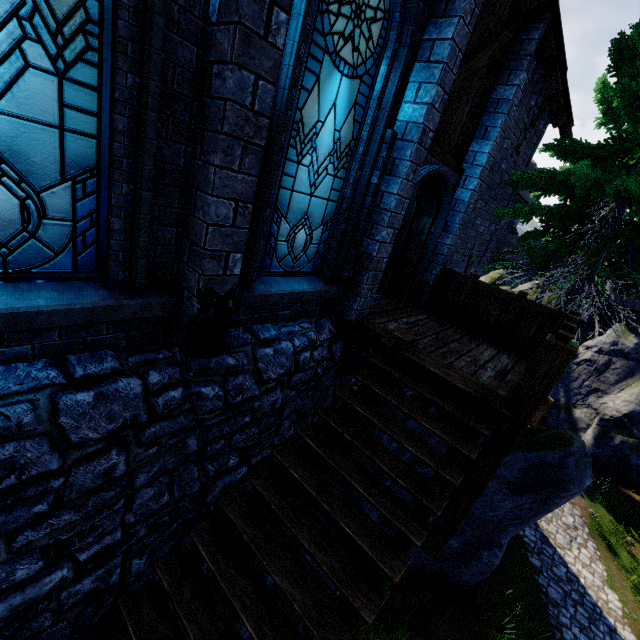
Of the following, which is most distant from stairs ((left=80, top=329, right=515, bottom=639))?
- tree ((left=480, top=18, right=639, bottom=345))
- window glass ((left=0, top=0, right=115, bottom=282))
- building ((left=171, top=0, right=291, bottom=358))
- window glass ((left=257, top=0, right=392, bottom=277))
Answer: tree ((left=480, top=18, right=639, bottom=345))

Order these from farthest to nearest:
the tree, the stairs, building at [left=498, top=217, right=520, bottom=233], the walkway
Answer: building at [left=498, top=217, right=520, bottom=233], the tree, the walkway, the stairs

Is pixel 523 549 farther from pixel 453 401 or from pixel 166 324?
pixel 166 324

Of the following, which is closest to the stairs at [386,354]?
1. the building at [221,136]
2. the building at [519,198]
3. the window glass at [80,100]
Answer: the building at [221,136]

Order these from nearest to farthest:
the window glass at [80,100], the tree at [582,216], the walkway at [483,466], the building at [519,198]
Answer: the window glass at [80,100] < the walkway at [483,466] < the tree at [582,216] < the building at [519,198]

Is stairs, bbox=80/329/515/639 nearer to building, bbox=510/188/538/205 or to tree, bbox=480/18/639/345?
tree, bbox=480/18/639/345

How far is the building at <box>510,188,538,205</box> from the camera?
32.9 meters
